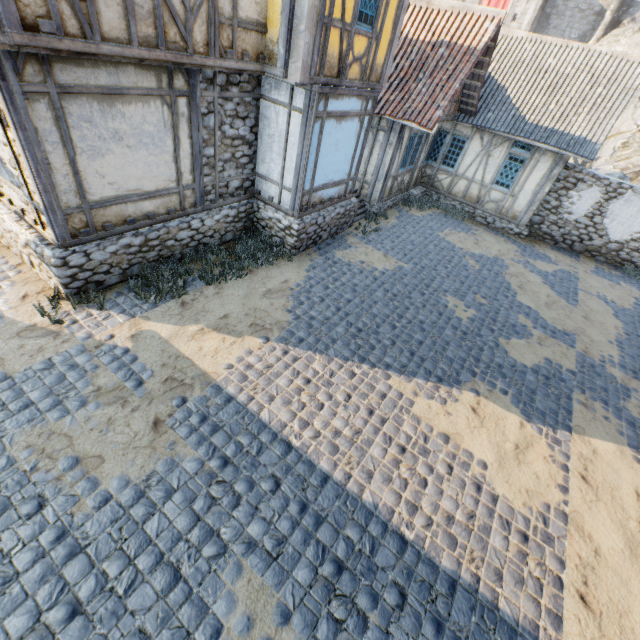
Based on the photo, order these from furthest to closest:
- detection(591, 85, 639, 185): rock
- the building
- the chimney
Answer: the chimney
detection(591, 85, 639, 185): rock
the building

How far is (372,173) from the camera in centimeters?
1187cm

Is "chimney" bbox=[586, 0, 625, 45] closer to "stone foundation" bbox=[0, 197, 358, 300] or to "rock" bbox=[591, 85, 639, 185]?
"rock" bbox=[591, 85, 639, 185]

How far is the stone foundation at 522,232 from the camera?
12.8m

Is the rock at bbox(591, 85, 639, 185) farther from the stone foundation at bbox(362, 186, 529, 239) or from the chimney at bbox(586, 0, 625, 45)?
the stone foundation at bbox(362, 186, 529, 239)

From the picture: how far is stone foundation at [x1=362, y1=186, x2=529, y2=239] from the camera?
12.80m

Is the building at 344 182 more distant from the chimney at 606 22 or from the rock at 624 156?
the chimney at 606 22

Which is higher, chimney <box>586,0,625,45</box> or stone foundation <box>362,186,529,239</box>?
chimney <box>586,0,625,45</box>
